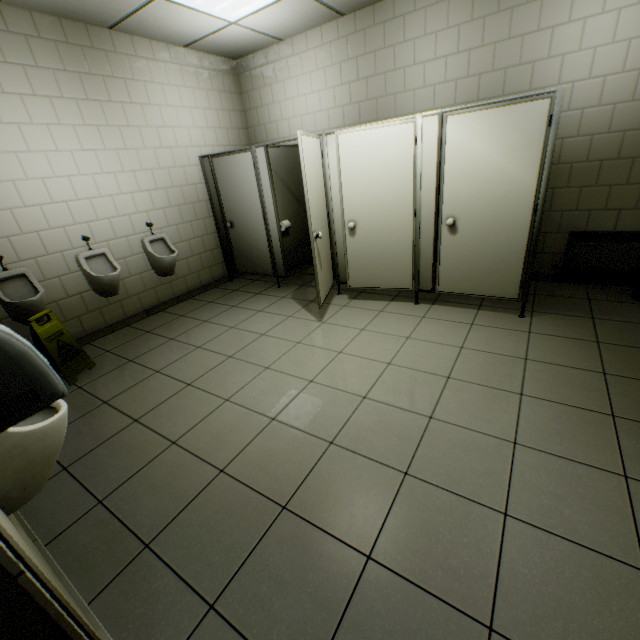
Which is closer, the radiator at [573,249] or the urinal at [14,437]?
the urinal at [14,437]

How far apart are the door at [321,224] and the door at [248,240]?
1.07m

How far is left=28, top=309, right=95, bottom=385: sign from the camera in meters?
2.9

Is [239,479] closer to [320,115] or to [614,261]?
[614,261]

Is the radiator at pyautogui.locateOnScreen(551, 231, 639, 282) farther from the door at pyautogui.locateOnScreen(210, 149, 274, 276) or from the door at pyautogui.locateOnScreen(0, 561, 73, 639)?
the door at pyautogui.locateOnScreen(0, 561, 73, 639)

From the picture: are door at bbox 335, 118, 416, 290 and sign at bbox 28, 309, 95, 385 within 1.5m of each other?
no

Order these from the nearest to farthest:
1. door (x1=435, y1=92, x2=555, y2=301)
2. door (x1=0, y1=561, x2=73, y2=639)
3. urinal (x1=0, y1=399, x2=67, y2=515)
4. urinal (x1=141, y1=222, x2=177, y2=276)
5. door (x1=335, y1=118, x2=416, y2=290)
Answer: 1. door (x1=0, y1=561, x2=73, y2=639)
2. urinal (x1=0, y1=399, x2=67, y2=515)
3. door (x1=435, y1=92, x2=555, y2=301)
4. door (x1=335, y1=118, x2=416, y2=290)
5. urinal (x1=141, y1=222, x2=177, y2=276)

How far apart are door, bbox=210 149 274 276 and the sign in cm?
255
